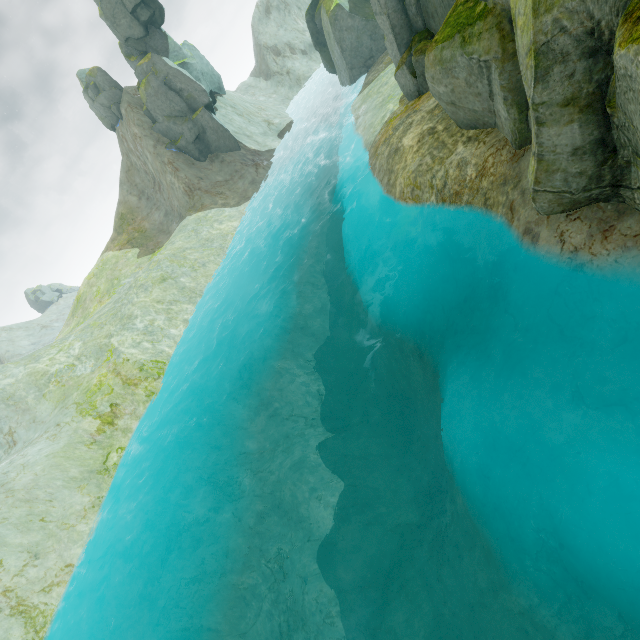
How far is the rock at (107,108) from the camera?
35.00m

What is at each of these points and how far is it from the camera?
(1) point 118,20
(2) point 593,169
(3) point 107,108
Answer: (1) rock, 31.6 meters
(2) rock, 5.4 meters
(3) rock, 36.0 meters

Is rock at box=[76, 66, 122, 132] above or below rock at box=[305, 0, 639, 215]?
above

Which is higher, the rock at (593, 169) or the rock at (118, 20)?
the rock at (118, 20)

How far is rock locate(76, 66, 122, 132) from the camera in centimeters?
3500cm

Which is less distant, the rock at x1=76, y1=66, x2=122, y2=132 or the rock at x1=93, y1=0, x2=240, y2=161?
the rock at x1=93, y1=0, x2=240, y2=161

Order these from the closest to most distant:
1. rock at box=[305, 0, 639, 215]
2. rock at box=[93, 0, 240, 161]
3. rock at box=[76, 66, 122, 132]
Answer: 1. rock at box=[305, 0, 639, 215]
2. rock at box=[93, 0, 240, 161]
3. rock at box=[76, 66, 122, 132]
